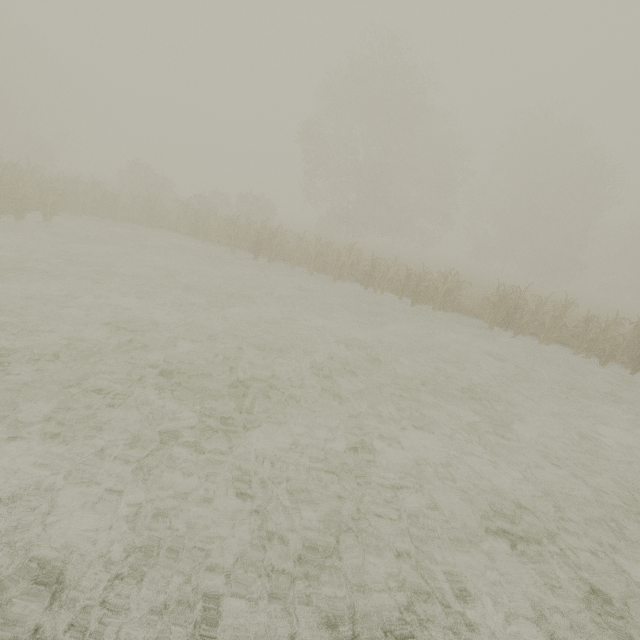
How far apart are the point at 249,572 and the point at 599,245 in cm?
6577
